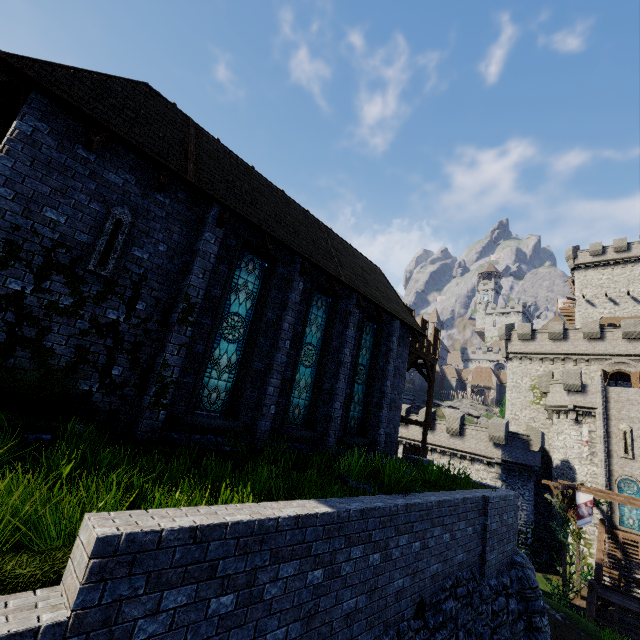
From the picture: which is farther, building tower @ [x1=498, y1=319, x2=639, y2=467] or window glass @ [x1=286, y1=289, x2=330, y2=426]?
building tower @ [x1=498, y1=319, x2=639, y2=467]

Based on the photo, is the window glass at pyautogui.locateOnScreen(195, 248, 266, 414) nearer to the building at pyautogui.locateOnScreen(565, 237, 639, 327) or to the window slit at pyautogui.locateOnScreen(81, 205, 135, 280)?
the window slit at pyautogui.locateOnScreen(81, 205, 135, 280)

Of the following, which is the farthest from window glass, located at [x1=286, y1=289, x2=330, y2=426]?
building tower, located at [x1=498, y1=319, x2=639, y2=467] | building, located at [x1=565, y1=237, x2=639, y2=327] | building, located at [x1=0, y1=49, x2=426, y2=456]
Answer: building, located at [x1=565, y1=237, x2=639, y2=327]

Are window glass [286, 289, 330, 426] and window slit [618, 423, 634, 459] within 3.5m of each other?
no

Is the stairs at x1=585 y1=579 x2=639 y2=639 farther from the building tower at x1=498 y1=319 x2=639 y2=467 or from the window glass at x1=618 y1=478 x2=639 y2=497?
the building tower at x1=498 y1=319 x2=639 y2=467

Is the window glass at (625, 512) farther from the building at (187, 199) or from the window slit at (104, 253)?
the window slit at (104, 253)

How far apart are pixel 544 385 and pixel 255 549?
38.3m

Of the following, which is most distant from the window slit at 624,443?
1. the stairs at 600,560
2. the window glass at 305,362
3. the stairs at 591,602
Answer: the window glass at 305,362
